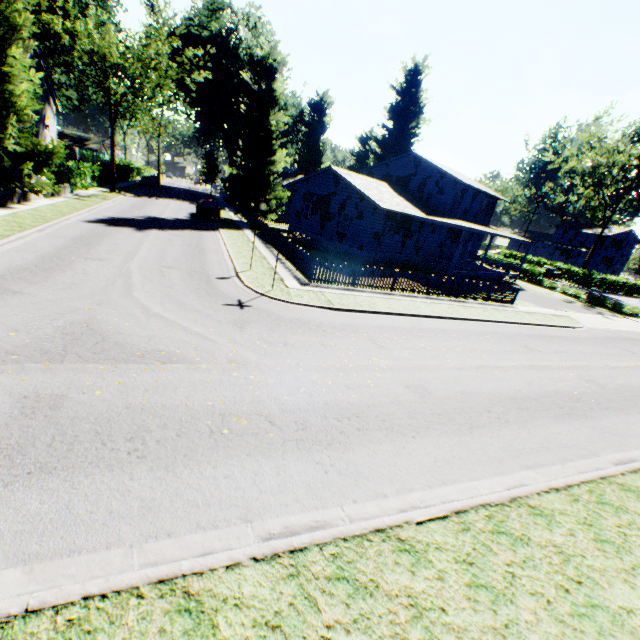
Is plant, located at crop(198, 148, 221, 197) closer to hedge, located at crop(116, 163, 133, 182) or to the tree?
hedge, located at crop(116, 163, 133, 182)

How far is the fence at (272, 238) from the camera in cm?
2330

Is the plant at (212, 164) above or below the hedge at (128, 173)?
above

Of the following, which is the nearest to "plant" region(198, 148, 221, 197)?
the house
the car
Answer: the house

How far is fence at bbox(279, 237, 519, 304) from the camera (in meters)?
16.48

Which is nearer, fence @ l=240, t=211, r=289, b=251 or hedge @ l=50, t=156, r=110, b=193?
fence @ l=240, t=211, r=289, b=251

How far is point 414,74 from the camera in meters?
45.7

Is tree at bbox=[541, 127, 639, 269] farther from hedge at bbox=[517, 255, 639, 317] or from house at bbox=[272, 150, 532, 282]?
house at bbox=[272, 150, 532, 282]
